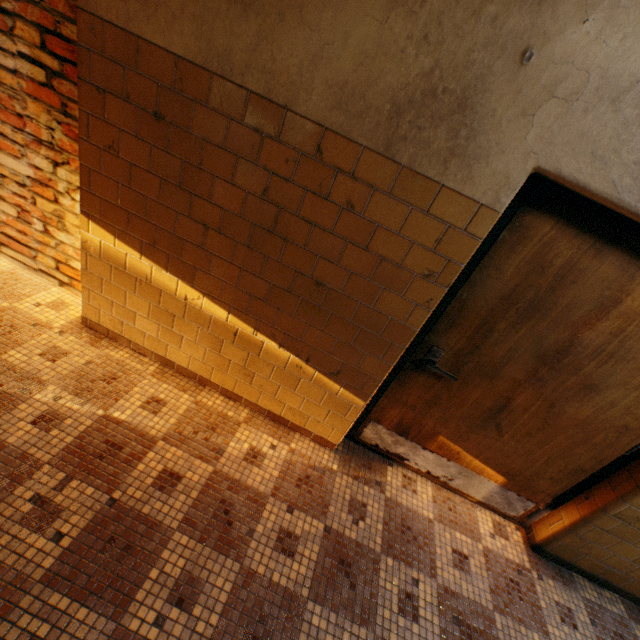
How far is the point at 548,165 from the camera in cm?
138
